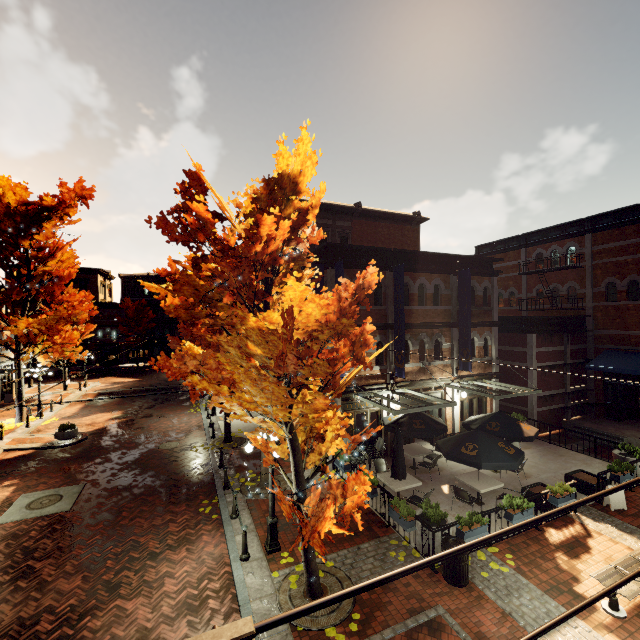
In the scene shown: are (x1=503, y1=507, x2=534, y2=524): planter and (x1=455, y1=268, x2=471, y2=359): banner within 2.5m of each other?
no

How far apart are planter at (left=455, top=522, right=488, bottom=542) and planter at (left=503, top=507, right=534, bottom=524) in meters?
0.9

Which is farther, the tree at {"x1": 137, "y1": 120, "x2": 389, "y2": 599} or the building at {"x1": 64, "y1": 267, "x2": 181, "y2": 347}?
the building at {"x1": 64, "y1": 267, "x2": 181, "y2": 347}

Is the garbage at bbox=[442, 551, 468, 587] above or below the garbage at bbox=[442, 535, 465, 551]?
below

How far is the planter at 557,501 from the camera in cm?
983

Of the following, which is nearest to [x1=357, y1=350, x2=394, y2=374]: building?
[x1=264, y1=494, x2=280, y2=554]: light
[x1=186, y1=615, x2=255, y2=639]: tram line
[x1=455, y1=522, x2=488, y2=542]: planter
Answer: [x1=264, y1=494, x2=280, y2=554]: light

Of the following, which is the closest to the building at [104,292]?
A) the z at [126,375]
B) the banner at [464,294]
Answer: the banner at [464,294]

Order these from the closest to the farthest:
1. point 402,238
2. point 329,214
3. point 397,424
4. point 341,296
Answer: point 341,296
point 397,424
point 329,214
point 402,238
